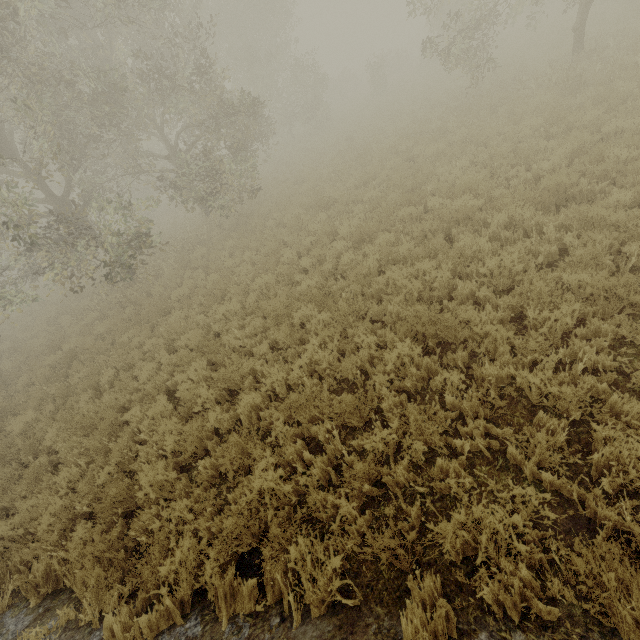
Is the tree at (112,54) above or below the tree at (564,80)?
above

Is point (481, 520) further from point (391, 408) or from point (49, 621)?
point (49, 621)

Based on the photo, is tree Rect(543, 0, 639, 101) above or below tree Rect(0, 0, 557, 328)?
below
